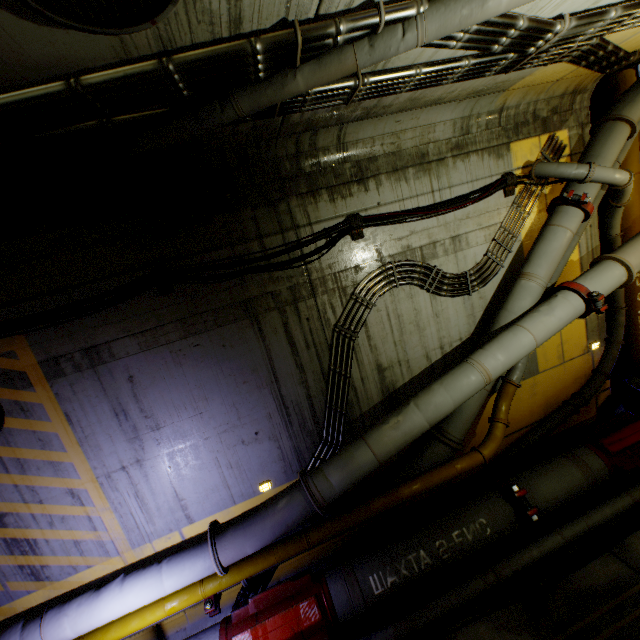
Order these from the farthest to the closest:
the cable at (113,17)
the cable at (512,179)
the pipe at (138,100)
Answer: the cable at (512,179) < the pipe at (138,100) < the cable at (113,17)

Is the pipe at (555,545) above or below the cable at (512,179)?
below

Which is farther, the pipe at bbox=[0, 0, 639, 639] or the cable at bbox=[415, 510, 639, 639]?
the cable at bbox=[415, 510, 639, 639]

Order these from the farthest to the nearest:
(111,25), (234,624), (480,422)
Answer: (480,422), (234,624), (111,25)

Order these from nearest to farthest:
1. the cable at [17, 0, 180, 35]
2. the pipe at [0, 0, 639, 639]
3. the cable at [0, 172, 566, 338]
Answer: the cable at [17, 0, 180, 35]
the pipe at [0, 0, 639, 639]
the cable at [0, 172, 566, 338]

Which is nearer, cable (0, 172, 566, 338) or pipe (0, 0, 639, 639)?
pipe (0, 0, 639, 639)

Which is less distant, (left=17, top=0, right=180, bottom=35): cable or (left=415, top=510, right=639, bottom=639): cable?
(left=17, top=0, right=180, bottom=35): cable

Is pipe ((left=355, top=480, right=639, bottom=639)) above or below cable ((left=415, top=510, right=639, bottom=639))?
above
